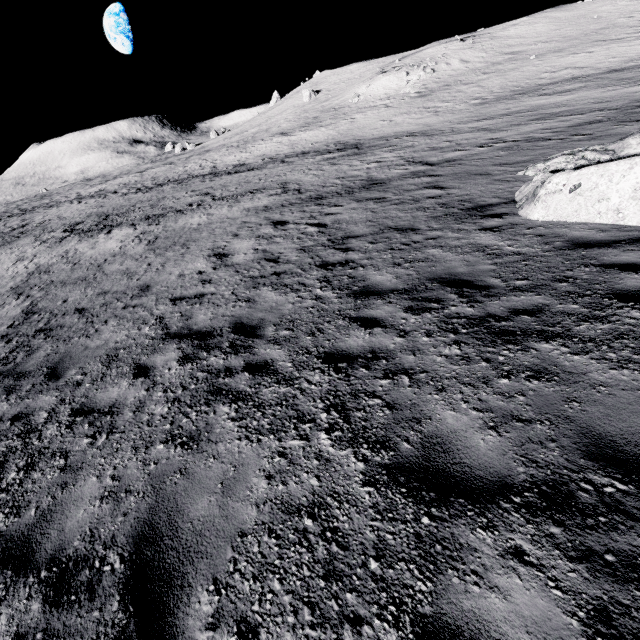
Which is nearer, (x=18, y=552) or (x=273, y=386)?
(x=18, y=552)
